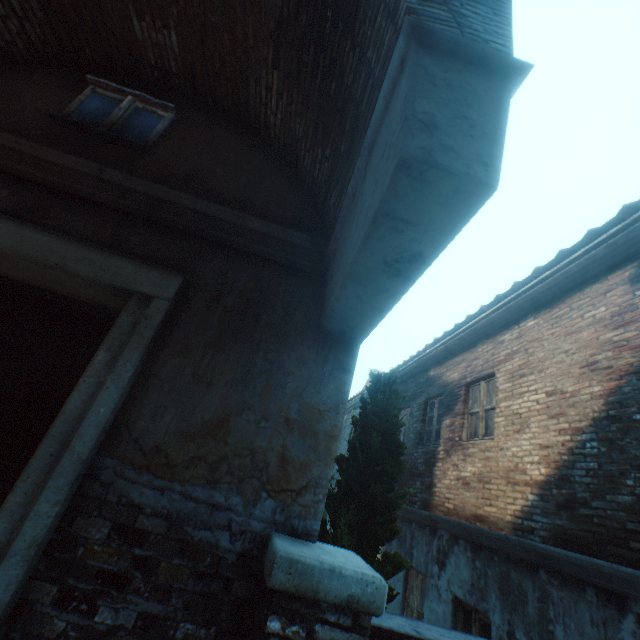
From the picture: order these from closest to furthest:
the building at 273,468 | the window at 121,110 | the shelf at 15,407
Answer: the building at 273,468
the window at 121,110
the shelf at 15,407

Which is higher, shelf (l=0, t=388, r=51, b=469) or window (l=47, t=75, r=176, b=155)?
window (l=47, t=75, r=176, b=155)

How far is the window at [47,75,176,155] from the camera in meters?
3.4 m

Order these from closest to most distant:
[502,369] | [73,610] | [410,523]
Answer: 1. [73,610]
2. [502,369]
3. [410,523]

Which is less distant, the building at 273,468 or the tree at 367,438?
the building at 273,468

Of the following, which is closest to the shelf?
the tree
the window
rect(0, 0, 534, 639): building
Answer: the tree

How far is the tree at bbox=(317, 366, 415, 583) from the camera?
3.8 meters
